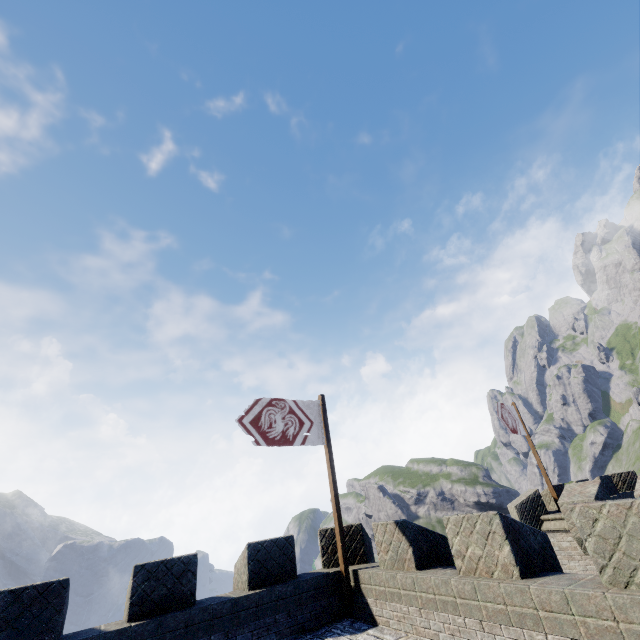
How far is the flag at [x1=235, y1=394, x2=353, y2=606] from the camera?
8.62m

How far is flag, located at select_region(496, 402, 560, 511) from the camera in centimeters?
1402cm

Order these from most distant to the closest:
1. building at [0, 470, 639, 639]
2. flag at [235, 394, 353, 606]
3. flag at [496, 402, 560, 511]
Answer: flag at [496, 402, 560, 511], flag at [235, 394, 353, 606], building at [0, 470, 639, 639]

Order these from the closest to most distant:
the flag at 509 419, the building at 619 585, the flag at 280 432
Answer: the building at 619 585
the flag at 280 432
the flag at 509 419

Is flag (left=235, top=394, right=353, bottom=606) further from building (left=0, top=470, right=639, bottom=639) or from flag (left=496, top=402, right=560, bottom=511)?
flag (left=496, top=402, right=560, bottom=511)

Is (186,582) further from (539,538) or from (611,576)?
(611,576)

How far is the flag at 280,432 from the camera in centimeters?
862cm
